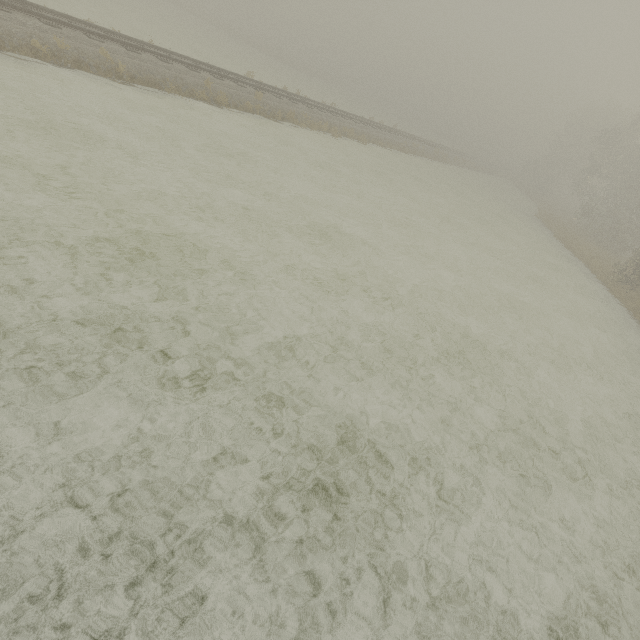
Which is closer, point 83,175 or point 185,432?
point 185,432
